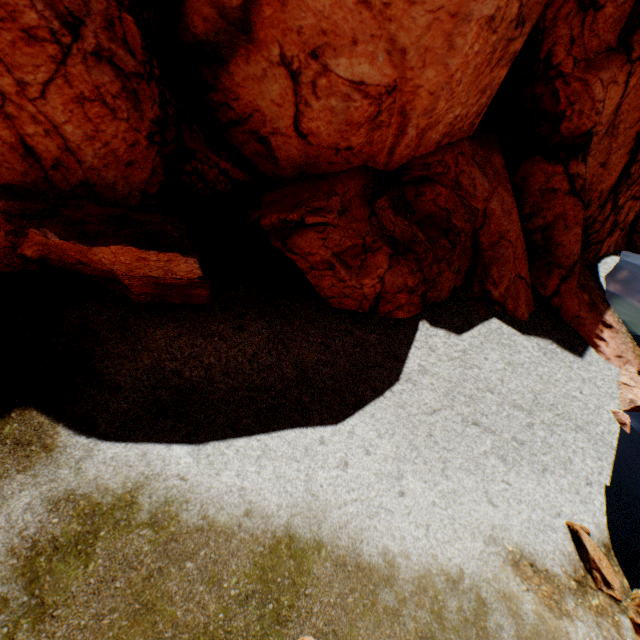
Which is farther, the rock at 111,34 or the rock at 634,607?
the rock at 111,34

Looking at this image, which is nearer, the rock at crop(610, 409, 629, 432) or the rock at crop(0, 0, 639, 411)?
the rock at crop(0, 0, 639, 411)

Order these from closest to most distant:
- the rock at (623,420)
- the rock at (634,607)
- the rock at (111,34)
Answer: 1. the rock at (634,607)
2. the rock at (111,34)
3. the rock at (623,420)

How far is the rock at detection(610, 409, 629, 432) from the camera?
12.6m

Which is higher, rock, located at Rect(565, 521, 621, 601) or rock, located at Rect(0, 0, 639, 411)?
rock, located at Rect(0, 0, 639, 411)

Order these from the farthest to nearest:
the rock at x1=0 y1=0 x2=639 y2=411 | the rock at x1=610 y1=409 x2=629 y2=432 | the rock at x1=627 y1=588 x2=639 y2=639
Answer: the rock at x1=610 y1=409 x2=629 y2=432 < the rock at x1=0 y1=0 x2=639 y2=411 < the rock at x1=627 y1=588 x2=639 y2=639

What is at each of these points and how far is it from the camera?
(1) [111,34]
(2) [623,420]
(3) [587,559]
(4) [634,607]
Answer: (1) rock, 8.9m
(2) rock, 12.7m
(3) rock, 8.2m
(4) rock, 7.9m
